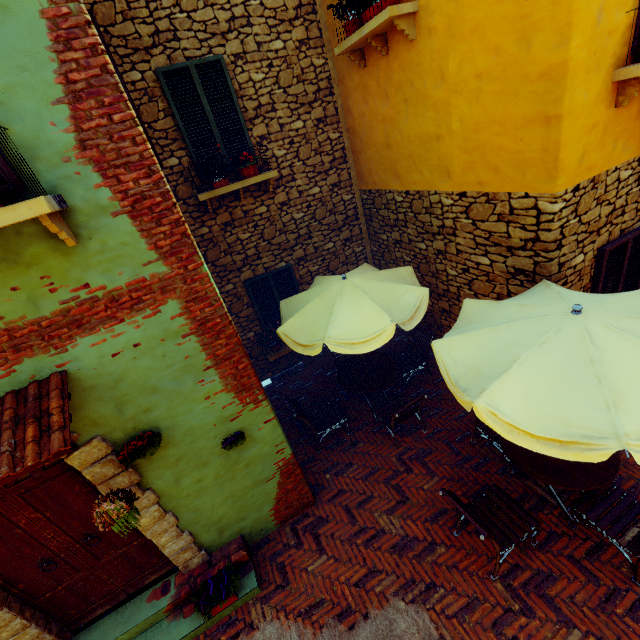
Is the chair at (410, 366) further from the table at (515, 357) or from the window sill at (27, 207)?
the window sill at (27, 207)

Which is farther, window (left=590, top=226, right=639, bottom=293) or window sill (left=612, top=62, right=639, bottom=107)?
window (left=590, top=226, right=639, bottom=293)

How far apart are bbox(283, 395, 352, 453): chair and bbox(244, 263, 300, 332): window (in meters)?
2.07

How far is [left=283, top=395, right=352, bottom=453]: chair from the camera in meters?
5.6 m

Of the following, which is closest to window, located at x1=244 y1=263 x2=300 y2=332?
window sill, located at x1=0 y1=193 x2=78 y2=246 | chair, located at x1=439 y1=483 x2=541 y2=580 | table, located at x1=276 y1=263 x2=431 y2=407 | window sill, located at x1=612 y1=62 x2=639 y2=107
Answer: table, located at x1=276 y1=263 x2=431 y2=407

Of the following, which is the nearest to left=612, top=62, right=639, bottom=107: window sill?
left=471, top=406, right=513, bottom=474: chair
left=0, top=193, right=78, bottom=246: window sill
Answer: Result: left=471, top=406, right=513, bottom=474: chair

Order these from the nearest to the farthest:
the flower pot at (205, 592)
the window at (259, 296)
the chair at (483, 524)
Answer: the chair at (483, 524) < the flower pot at (205, 592) < the window at (259, 296)

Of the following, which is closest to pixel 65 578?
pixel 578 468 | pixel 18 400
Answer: pixel 18 400
